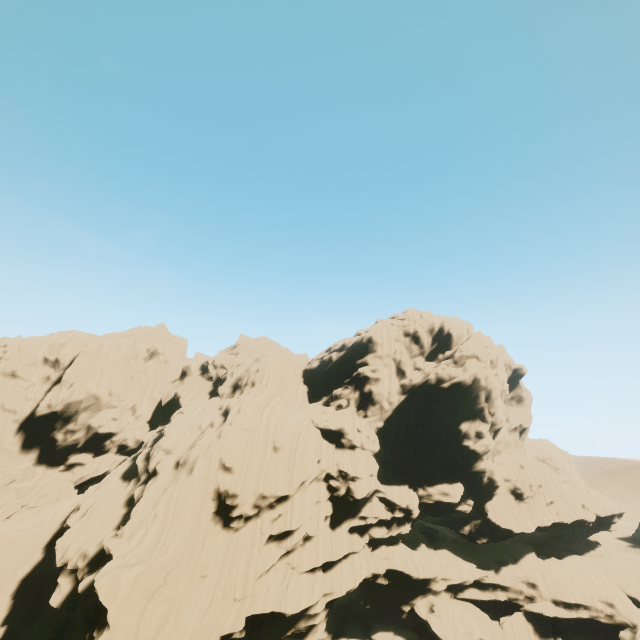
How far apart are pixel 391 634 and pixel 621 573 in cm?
4069
